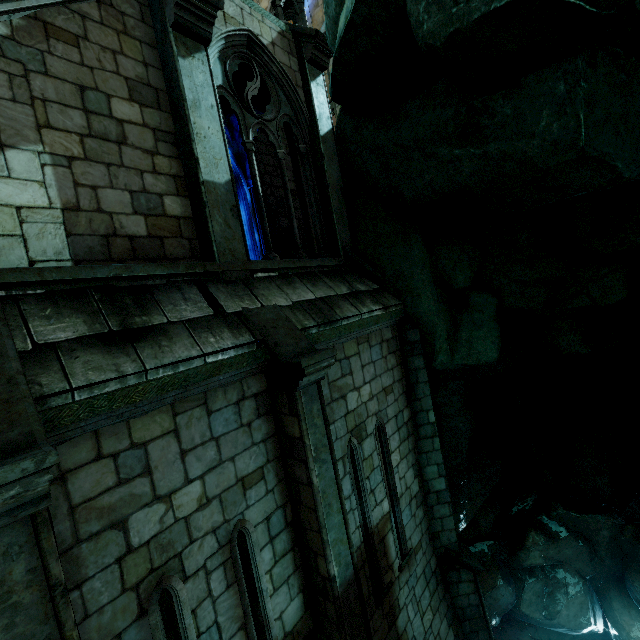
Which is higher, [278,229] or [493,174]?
[278,229]
